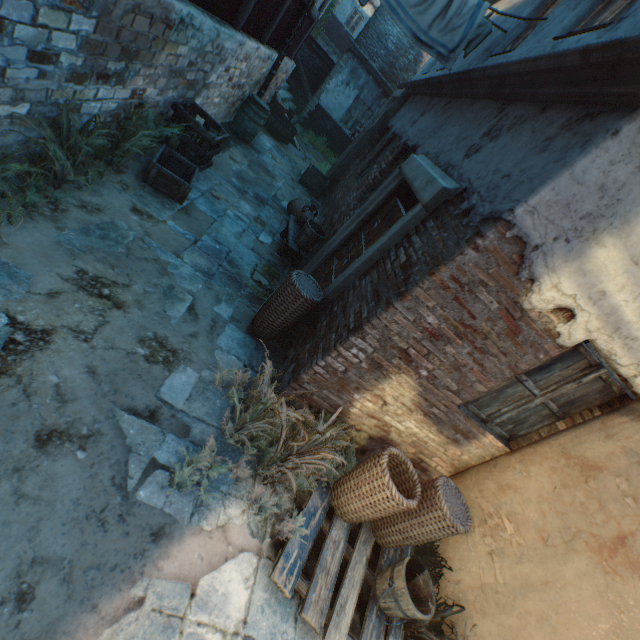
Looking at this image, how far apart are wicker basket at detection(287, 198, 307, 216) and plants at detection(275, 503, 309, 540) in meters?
4.2

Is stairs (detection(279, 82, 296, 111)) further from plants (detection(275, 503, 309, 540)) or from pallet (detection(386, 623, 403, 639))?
pallet (detection(386, 623, 403, 639))

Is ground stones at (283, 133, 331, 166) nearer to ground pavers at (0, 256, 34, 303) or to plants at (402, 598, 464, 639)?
ground pavers at (0, 256, 34, 303)

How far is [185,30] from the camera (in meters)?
4.11

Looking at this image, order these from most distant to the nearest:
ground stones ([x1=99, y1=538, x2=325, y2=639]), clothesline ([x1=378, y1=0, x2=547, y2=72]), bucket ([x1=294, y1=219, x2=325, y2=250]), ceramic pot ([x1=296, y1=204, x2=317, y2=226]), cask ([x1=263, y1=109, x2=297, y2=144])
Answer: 1. cask ([x1=263, y1=109, x2=297, y2=144])
2. ceramic pot ([x1=296, y1=204, x2=317, y2=226])
3. bucket ([x1=294, y1=219, x2=325, y2=250])
4. clothesline ([x1=378, y1=0, x2=547, y2=72])
5. ground stones ([x1=99, y1=538, x2=325, y2=639])

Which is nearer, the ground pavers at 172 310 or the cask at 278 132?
the ground pavers at 172 310

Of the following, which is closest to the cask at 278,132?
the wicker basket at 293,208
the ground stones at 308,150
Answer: the ground stones at 308,150

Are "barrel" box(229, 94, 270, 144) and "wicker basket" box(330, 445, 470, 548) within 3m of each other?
no
